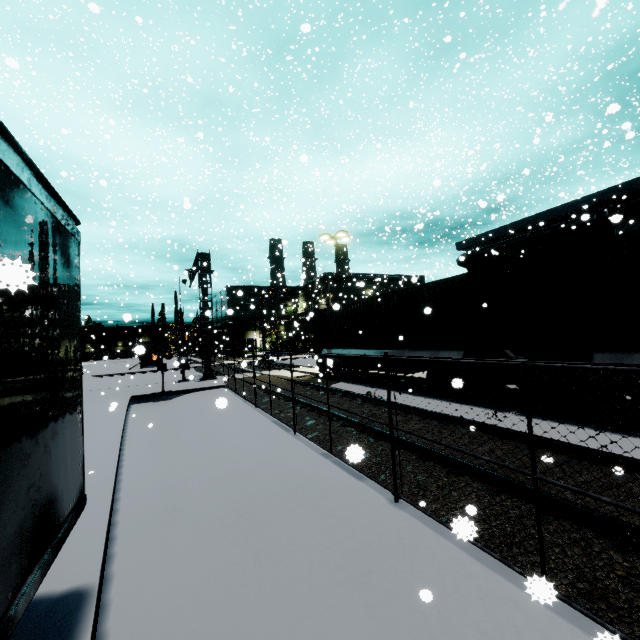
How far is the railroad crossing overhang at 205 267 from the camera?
21.73m

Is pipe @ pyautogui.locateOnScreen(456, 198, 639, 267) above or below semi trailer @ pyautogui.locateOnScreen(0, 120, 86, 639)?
above

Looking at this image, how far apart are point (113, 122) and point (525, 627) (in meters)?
13.09

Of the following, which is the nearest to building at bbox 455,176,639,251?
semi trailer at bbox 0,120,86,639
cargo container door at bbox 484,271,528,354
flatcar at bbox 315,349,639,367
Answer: semi trailer at bbox 0,120,86,639

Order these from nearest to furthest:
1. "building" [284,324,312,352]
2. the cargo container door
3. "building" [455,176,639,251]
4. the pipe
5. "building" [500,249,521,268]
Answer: the cargo container door, the pipe, "building" [455,176,639,251], "building" [500,249,521,268], "building" [284,324,312,352]

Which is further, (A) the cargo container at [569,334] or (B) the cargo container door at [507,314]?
(B) the cargo container door at [507,314]

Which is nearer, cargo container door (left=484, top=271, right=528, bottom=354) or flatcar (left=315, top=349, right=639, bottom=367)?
flatcar (left=315, top=349, right=639, bottom=367)

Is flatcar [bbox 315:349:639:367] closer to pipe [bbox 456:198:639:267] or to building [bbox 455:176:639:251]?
pipe [bbox 456:198:639:267]
